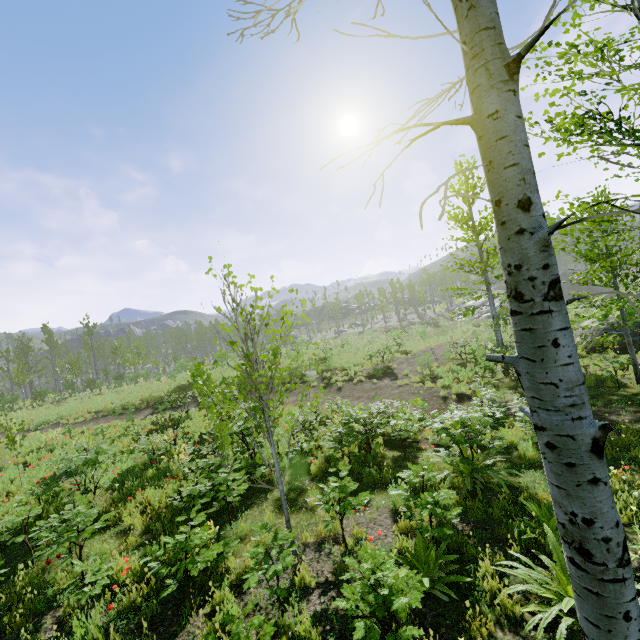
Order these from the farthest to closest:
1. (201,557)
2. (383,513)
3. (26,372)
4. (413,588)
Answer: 1. (26,372)
2. (383,513)
3. (201,557)
4. (413,588)
